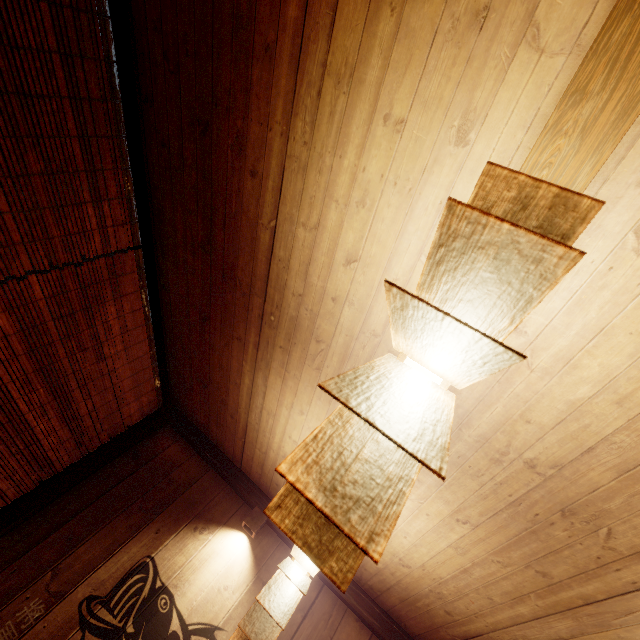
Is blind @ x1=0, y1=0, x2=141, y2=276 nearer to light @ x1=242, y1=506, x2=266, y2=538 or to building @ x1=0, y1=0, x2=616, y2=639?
building @ x1=0, y1=0, x2=616, y2=639

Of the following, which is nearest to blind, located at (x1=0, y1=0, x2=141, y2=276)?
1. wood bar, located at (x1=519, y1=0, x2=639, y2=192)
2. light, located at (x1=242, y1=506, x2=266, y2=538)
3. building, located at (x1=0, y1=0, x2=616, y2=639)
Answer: building, located at (x1=0, y1=0, x2=616, y2=639)

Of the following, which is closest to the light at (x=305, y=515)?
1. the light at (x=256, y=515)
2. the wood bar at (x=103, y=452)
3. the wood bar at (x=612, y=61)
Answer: the wood bar at (x=612, y=61)

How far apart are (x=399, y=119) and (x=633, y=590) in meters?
3.4 m

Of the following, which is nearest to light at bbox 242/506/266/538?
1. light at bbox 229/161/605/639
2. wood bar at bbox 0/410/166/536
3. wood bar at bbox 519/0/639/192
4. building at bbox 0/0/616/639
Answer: building at bbox 0/0/616/639

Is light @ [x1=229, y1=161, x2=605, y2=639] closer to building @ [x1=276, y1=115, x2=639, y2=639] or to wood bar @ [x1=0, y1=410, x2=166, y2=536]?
building @ [x1=276, y1=115, x2=639, y2=639]

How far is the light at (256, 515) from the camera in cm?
475

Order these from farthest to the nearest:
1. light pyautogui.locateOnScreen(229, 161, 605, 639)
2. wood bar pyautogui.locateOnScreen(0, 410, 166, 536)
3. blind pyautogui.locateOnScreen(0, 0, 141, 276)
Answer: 1. wood bar pyautogui.locateOnScreen(0, 410, 166, 536)
2. blind pyautogui.locateOnScreen(0, 0, 141, 276)
3. light pyautogui.locateOnScreen(229, 161, 605, 639)
